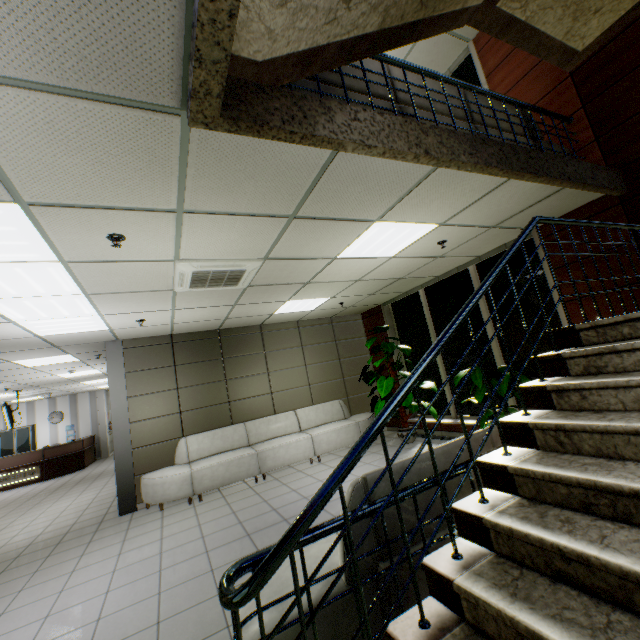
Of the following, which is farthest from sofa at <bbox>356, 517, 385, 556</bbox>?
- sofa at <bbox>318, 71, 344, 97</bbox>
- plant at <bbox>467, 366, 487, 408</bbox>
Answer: sofa at <bbox>318, 71, 344, 97</bbox>

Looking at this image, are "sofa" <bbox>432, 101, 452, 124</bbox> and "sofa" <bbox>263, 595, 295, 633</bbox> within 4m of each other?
yes

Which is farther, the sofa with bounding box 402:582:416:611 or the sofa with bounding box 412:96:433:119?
the sofa with bounding box 412:96:433:119

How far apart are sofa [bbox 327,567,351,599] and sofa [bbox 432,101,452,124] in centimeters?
244cm

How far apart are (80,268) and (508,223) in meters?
5.2

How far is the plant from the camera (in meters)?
4.93

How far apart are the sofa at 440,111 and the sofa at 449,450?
2.4m

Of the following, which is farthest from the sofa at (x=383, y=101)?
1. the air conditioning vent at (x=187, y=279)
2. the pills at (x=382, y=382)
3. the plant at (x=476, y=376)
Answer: the pills at (x=382, y=382)
